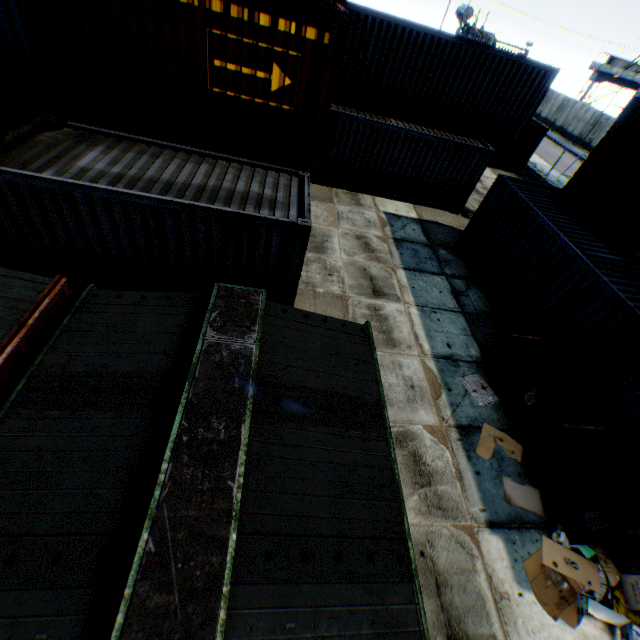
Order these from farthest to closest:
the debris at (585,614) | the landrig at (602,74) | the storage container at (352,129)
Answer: the landrig at (602,74) < the storage container at (352,129) < the debris at (585,614)

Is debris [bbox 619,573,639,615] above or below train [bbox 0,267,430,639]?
below

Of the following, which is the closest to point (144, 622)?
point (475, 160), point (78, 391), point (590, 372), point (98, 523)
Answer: point (98, 523)

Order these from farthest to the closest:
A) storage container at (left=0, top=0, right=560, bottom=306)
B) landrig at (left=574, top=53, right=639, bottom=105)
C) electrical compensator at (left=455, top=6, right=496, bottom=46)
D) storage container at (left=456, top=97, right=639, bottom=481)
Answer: landrig at (left=574, top=53, right=639, bottom=105)
electrical compensator at (left=455, top=6, right=496, bottom=46)
storage container at (left=456, top=97, right=639, bottom=481)
storage container at (left=0, top=0, right=560, bottom=306)

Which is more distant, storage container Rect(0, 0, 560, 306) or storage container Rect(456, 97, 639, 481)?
storage container Rect(456, 97, 639, 481)

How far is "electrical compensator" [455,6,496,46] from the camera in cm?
2384

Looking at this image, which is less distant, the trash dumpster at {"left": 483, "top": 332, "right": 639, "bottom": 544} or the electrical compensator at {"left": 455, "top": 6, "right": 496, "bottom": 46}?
the trash dumpster at {"left": 483, "top": 332, "right": 639, "bottom": 544}

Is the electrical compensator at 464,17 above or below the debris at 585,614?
above
